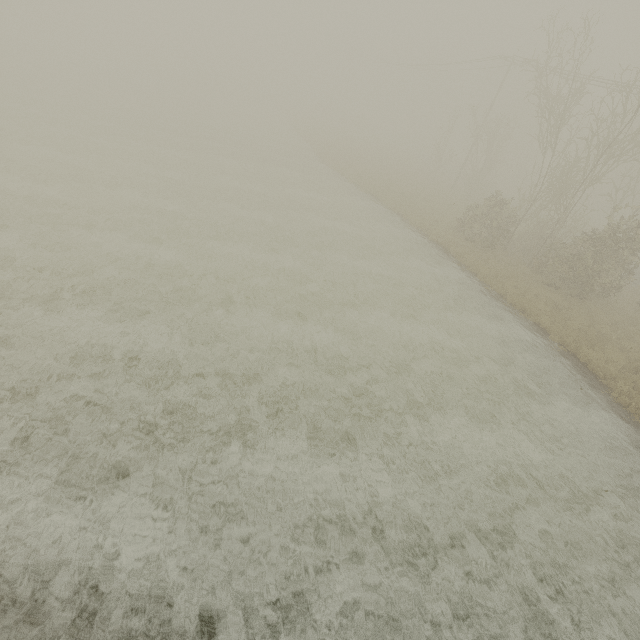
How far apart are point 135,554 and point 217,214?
16.3m
